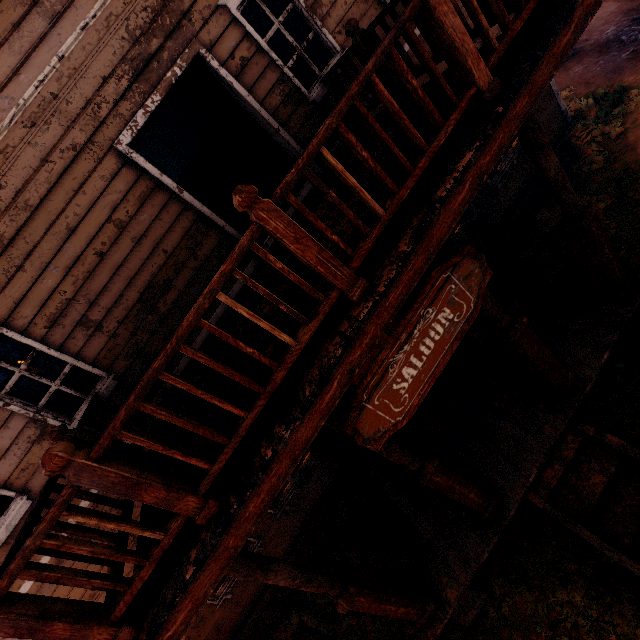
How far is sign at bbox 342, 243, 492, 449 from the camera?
2.46m

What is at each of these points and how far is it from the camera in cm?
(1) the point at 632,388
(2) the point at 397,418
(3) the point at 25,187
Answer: (1) z, 464
(2) sign, 264
(3) building, 386

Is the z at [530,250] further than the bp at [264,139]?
Yes

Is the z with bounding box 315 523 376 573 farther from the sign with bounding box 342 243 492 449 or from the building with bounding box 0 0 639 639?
the sign with bounding box 342 243 492 449

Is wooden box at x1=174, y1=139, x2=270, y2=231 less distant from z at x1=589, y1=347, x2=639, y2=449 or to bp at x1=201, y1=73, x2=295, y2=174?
bp at x1=201, y1=73, x2=295, y2=174

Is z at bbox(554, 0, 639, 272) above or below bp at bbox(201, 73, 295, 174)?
below

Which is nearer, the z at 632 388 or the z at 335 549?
the z at 632 388

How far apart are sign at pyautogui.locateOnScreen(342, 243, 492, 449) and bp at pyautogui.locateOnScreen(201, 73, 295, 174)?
4.0 meters
